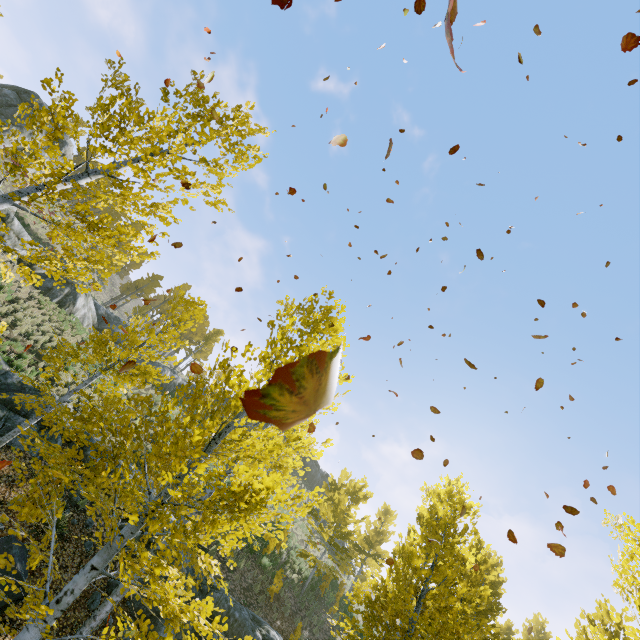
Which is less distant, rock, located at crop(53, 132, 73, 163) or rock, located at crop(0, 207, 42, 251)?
rock, located at crop(0, 207, 42, 251)

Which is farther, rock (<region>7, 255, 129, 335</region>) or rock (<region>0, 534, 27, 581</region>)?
rock (<region>7, 255, 129, 335</region>)

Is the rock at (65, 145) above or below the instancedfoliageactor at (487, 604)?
above

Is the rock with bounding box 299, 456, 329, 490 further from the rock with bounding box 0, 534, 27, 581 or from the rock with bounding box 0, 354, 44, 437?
the rock with bounding box 0, 534, 27, 581

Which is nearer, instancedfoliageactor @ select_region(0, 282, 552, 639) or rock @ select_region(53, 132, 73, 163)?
instancedfoliageactor @ select_region(0, 282, 552, 639)

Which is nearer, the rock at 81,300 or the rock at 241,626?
the rock at 241,626

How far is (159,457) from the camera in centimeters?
470cm

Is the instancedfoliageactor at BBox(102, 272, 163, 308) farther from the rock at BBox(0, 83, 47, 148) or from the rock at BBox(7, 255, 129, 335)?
the rock at BBox(0, 83, 47, 148)
